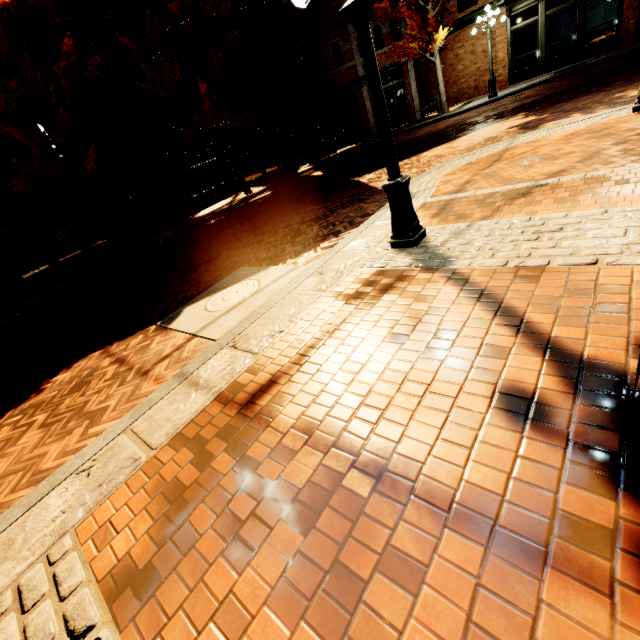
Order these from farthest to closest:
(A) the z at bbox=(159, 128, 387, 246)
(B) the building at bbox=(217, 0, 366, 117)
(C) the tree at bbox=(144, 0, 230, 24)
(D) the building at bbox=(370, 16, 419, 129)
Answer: (D) the building at bbox=(370, 16, 419, 129)
(B) the building at bbox=(217, 0, 366, 117)
(C) the tree at bbox=(144, 0, 230, 24)
(A) the z at bbox=(159, 128, 387, 246)

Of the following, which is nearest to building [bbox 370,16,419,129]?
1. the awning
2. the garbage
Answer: the awning

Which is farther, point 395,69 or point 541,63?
point 395,69

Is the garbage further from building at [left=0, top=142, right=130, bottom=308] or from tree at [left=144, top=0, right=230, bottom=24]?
tree at [left=144, top=0, right=230, bottom=24]

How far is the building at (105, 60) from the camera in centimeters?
1461cm

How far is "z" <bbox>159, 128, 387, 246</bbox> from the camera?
8.10m

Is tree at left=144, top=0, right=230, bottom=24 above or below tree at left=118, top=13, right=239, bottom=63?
above

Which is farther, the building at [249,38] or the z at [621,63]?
the building at [249,38]
